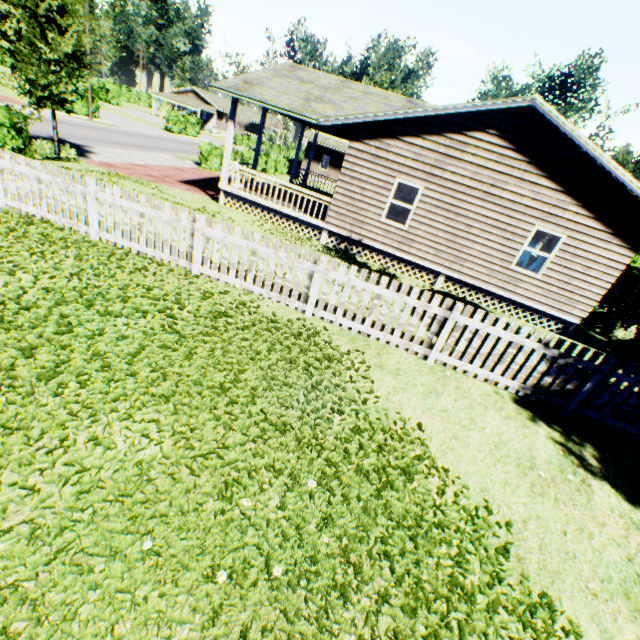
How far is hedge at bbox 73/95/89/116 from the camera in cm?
3023

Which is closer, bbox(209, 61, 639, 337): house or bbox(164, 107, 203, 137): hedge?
bbox(209, 61, 639, 337): house

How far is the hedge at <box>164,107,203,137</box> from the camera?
41.12m

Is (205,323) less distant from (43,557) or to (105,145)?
(43,557)

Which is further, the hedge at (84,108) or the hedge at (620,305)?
the hedge at (84,108)

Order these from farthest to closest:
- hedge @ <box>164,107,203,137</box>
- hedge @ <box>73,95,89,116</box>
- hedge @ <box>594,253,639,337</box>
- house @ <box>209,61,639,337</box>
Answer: hedge @ <box>164,107,203,137</box>, hedge @ <box>73,95,89,116</box>, hedge @ <box>594,253,639,337</box>, house @ <box>209,61,639,337</box>

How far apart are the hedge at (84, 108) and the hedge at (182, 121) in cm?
1190

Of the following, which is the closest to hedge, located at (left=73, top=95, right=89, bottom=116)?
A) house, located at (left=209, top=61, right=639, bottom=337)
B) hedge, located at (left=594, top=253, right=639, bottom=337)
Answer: house, located at (left=209, top=61, right=639, bottom=337)
